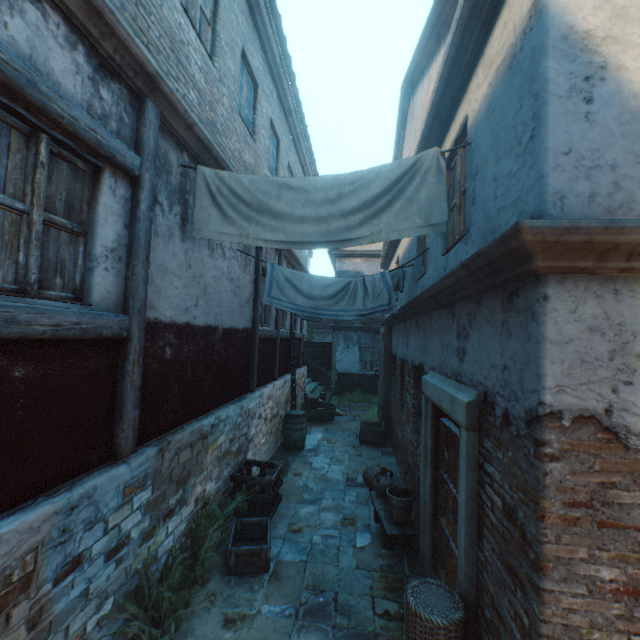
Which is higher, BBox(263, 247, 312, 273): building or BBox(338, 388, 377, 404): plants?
BBox(263, 247, 312, 273): building

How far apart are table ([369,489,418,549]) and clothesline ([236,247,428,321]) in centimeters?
324cm

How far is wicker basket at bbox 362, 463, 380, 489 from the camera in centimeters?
671cm

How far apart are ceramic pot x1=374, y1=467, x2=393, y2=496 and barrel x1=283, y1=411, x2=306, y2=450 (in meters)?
3.49

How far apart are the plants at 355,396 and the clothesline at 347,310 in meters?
9.7

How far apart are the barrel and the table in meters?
3.4 m

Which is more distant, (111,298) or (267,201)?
(267,201)

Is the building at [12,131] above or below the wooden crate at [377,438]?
above
